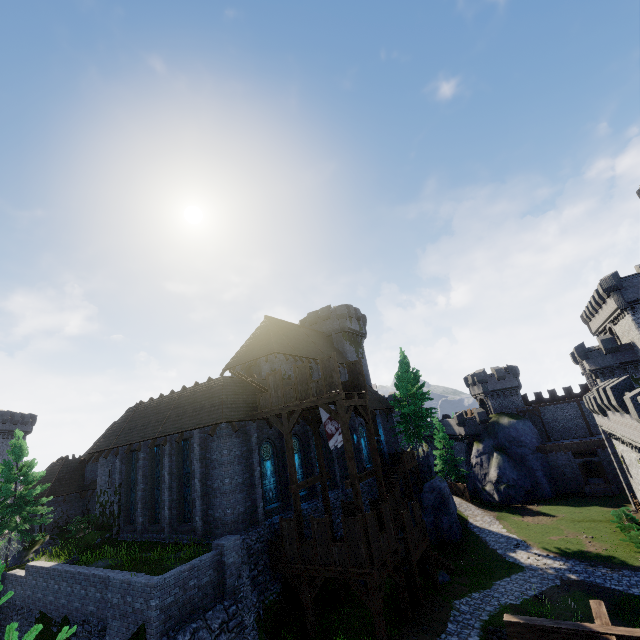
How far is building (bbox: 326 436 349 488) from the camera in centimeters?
2591cm

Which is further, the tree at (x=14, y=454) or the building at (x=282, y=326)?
the tree at (x=14, y=454)

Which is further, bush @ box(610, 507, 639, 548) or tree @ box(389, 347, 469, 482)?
tree @ box(389, 347, 469, 482)

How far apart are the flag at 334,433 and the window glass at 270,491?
4.1m

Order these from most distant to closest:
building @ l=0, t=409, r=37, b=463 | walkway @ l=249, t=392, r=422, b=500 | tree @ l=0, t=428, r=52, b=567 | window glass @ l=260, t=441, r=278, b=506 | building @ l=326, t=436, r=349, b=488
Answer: building @ l=0, t=409, r=37, b=463 → building @ l=326, t=436, r=349, b=488 → tree @ l=0, t=428, r=52, b=567 → window glass @ l=260, t=441, r=278, b=506 → walkway @ l=249, t=392, r=422, b=500

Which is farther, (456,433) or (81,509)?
(456,433)

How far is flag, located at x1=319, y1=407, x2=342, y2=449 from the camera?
19.36m

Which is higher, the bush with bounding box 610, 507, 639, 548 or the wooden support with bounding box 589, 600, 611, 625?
the wooden support with bounding box 589, 600, 611, 625
